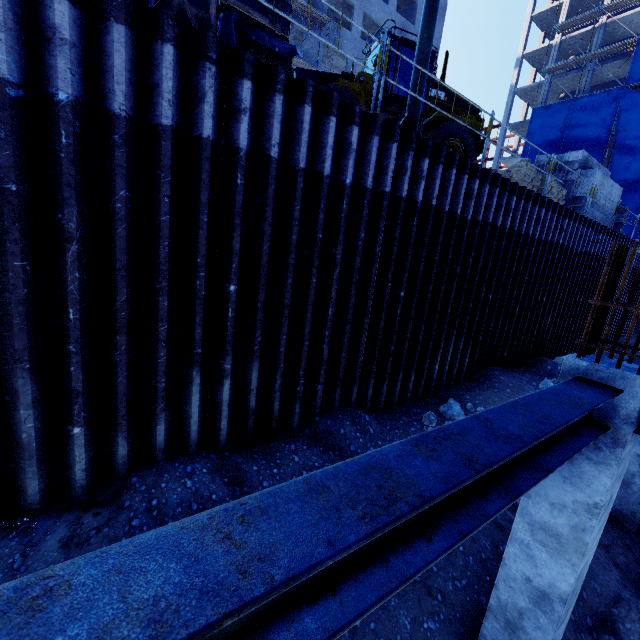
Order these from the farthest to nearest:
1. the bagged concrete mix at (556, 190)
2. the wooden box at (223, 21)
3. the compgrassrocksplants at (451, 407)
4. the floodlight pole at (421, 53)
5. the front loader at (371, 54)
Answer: the bagged concrete mix at (556, 190) < the front loader at (371, 54) < the compgrassrocksplants at (451, 407) < the floodlight pole at (421, 53) < the wooden box at (223, 21)

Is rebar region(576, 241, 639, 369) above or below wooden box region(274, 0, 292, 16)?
below

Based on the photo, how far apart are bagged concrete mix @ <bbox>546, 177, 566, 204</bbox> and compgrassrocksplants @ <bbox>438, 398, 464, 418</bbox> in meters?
9.4

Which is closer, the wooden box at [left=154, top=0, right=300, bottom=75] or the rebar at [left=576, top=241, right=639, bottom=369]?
the rebar at [left=576, top=241, right=639, bottom=369]

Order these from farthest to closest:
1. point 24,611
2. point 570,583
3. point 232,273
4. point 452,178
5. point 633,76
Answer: point 633,76 → point 452,178 → point 232,273 → point 570,583 → point 24,611

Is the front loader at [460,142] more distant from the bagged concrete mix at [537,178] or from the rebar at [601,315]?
the rebar at [601,315]

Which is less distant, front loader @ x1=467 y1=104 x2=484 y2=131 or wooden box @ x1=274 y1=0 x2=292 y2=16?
wooden box @ x1=274 y1=0 x2=292 y2=16

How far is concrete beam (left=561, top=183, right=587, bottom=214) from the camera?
13.8m
